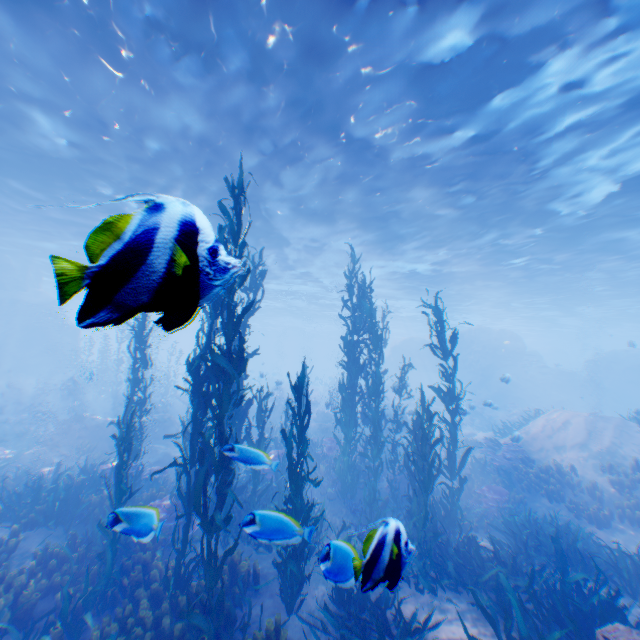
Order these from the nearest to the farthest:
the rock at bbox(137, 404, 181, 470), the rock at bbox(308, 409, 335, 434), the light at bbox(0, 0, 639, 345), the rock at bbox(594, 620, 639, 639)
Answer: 1. the rock at bbox(594, 620, 639, 639)
2. the light at bbox(0, 0, 639, 345)
3. the rock at bbox(137, 404, 181, 470)
4. the rock at bbox(308, 409, 335, 434)

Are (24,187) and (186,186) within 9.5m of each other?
yes

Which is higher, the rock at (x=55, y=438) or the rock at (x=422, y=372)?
the rock at (x=422, y=372)

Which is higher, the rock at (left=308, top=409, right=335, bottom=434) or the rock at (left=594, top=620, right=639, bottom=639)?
the rock at (left=594, top=620, right=639, bottom=639)

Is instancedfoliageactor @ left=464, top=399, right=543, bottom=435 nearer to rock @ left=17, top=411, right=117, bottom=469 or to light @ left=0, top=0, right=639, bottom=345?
rock @ left=17, top=411, right=117, bottom=469

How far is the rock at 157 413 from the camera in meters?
15.4 m

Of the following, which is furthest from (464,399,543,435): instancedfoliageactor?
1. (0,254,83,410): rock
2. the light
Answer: the light
